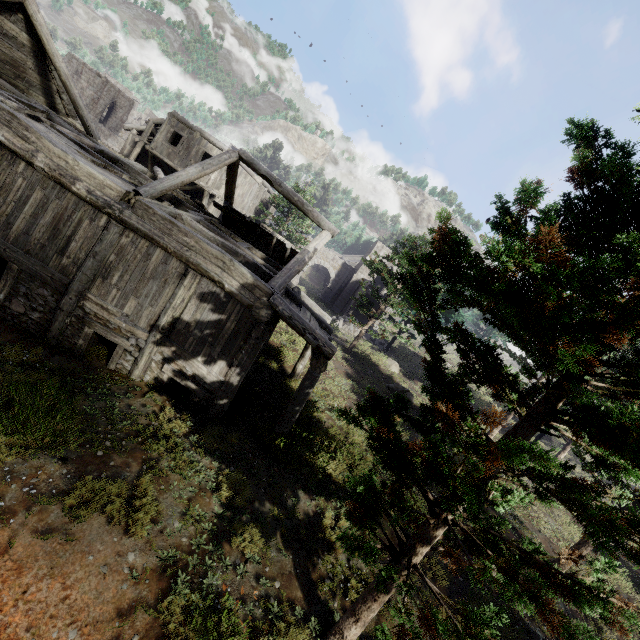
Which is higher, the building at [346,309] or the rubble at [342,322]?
the building at [346,309]

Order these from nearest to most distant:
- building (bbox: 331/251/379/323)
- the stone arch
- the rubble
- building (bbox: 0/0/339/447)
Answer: building (bbox: 0/0/339/447), the rubble, building (bbox: 331/251/379/323), the stone arch

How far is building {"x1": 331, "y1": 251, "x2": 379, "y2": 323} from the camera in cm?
3394

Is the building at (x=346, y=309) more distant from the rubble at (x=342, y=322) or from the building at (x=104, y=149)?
the building at (x=104, y=149)

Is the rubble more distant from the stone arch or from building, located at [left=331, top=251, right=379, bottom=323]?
the stone arch

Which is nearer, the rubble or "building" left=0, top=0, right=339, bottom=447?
"building" left=0, top=0, right=339, bottom=447

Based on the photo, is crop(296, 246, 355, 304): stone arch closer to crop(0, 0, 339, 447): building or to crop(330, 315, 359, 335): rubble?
crop(0, 0, 339, 447): building

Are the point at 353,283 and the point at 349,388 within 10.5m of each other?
no
